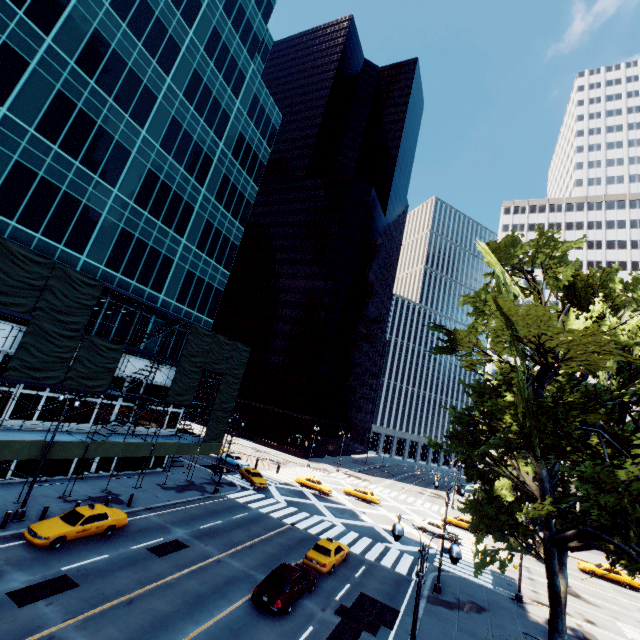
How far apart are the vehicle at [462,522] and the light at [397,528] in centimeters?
3851cm

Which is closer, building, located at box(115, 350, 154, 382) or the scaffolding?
the scaffolding

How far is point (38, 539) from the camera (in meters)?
16.98

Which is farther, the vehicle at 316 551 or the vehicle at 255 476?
the vehicle at 255 476

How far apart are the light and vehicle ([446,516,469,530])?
38.5 meters

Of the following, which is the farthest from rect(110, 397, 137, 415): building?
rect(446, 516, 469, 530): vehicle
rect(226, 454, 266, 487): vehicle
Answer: rect(446, 516, 469, 530): vehicle

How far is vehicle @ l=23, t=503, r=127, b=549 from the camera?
17.2 meters

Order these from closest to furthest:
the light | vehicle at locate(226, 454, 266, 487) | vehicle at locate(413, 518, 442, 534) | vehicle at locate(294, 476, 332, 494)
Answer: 1. the light
2. vehicle at locate(413, 518, 442, 534)
3. vehicle at locate(226, 454, 266, 487)
4. vehicle at locate(294, 476, 332, 494)
